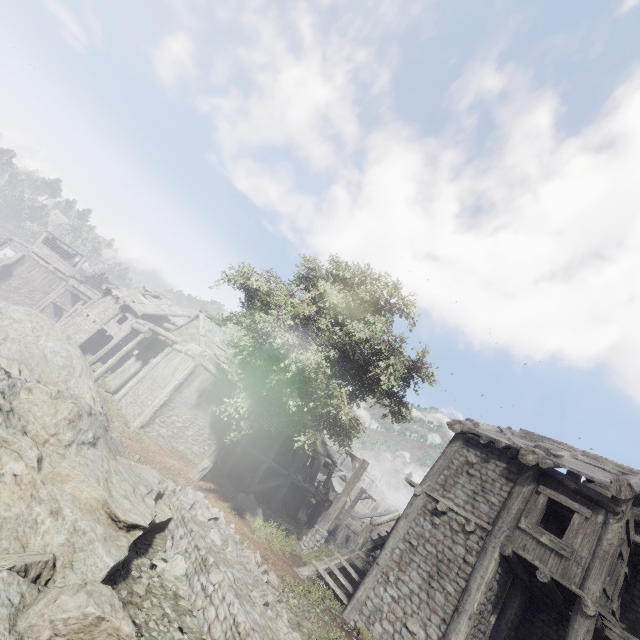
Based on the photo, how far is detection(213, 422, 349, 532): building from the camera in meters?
20.2 m

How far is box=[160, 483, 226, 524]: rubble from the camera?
10.8m

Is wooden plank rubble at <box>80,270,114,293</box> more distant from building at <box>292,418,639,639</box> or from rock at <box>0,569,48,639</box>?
rock at <box>0,569,48,639</box>

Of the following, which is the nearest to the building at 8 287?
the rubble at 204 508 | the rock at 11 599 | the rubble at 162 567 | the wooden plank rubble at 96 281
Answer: the wooden plank rubble at 96 281

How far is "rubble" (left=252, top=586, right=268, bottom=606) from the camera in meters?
7.5

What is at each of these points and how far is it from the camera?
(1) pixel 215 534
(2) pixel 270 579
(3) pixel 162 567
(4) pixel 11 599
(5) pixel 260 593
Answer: (1) rubble, 9.4m
(2) rubble, 9.6m
(3) rubble, 7.5m
(4) rock, 4.4m
(5) rubble, 7.6m

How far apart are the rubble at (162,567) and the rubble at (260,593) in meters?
1.4 m

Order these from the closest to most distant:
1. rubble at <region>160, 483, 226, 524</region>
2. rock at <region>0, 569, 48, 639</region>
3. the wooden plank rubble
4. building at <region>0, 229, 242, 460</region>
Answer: rock at <region>0, 569, 48, 639</region> < rubble at <region>160, 483, 226, 524</region> < building at <region>0, 229, 242, 460</region> < the wooden plank rubble
